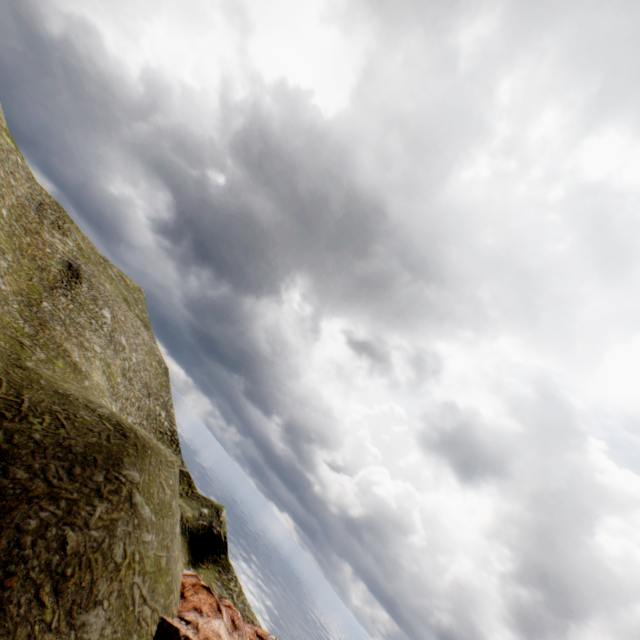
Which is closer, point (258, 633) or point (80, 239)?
point (258, 633)
